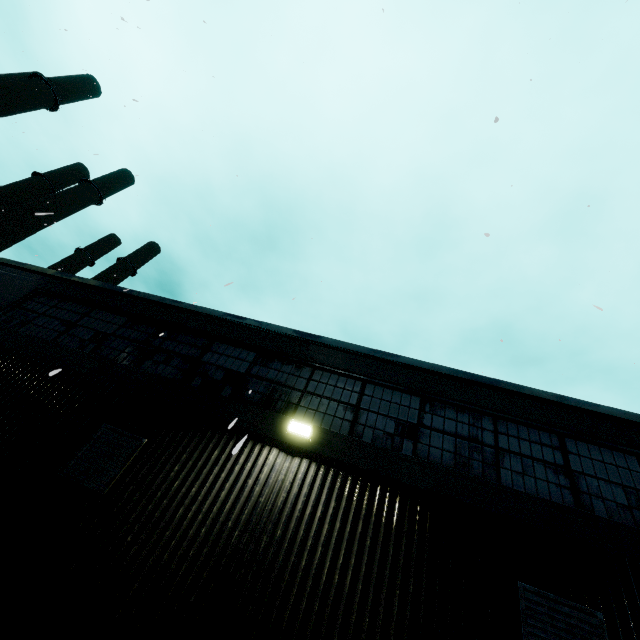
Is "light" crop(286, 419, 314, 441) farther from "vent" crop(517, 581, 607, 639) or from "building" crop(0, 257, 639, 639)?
"vent" crop(517, 581, 607, 639)

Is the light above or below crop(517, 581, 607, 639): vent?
above

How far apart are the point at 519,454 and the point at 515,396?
1.2 meters

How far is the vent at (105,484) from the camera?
5.4 meters

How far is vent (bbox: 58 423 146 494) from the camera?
5.43m

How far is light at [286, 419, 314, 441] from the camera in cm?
591

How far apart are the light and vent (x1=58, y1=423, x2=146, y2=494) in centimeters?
258cm

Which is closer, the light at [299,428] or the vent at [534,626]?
the vent at [534,626]
